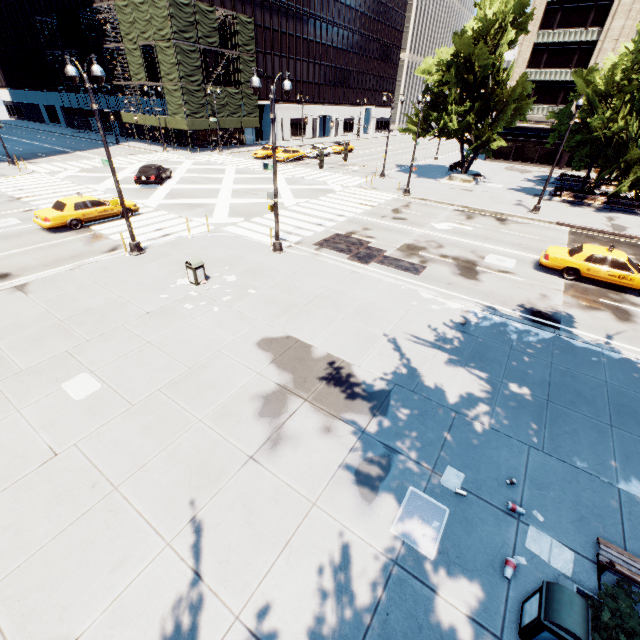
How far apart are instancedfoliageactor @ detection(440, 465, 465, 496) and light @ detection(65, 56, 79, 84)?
15.65m

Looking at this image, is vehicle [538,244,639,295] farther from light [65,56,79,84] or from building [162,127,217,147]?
building [162,127,217,147]

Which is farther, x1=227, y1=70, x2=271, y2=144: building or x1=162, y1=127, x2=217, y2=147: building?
x1=227, y1=70, x2=271, y2=144: building

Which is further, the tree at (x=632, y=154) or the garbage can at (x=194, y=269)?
the tree at (x=632, y=154)

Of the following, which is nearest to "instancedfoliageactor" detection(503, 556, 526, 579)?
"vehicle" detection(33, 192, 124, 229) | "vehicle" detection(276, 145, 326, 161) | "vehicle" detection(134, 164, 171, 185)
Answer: "vehicle" detection(33, 192, 124, 229)

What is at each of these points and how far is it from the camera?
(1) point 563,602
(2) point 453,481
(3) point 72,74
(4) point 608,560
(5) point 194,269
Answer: (1) garbage can, 4.3m
(2) instancedfoliageactor, 6.6m
(3) light, 12.1m
(4) bench, 5.2m
(5) garbage can, 12.7m

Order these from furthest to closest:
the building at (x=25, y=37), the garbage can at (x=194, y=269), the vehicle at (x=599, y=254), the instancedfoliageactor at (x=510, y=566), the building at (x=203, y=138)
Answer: the building at (x=25, y=37)
the building at (x=203, y=138)
the vehicle at (x=599, y=254)
the garbage can at (x=194, y=269)
the instancedfoliageactor at (x=510, y=566)

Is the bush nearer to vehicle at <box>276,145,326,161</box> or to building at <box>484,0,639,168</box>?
building at <box>484,0,639,168</box>
